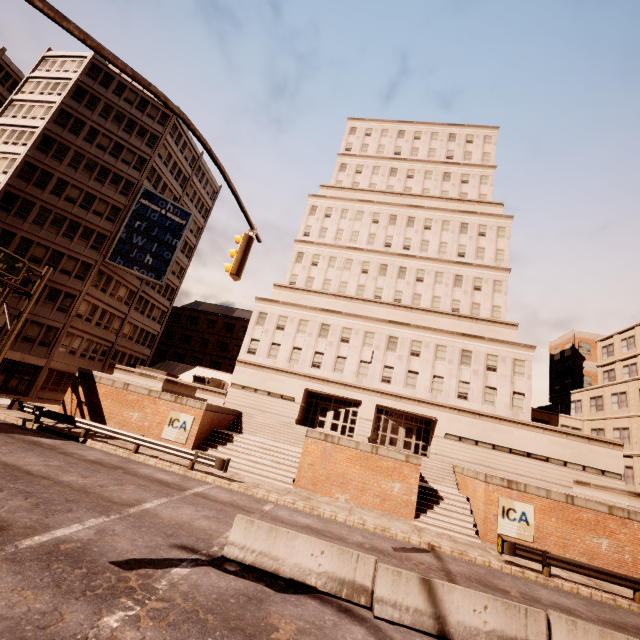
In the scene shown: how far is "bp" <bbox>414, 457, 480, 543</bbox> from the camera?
17.5 meters

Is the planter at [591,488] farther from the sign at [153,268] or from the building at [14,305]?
the building at [14,305]

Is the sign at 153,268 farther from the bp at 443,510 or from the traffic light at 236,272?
the bp at 443,510

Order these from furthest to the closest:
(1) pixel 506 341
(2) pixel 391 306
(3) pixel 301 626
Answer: (2) pixel 391 306
(1) pixel 506 341
(3) pixel 301 626

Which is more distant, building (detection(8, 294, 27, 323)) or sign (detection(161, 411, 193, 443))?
building (detection(8, 294, 27, 323))

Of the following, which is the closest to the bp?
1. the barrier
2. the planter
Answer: the planter

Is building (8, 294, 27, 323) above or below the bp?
above

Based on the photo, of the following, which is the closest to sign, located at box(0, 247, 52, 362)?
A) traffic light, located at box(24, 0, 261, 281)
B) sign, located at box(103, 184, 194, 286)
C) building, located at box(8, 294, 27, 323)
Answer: building, located at box(8, 294, 27, 323)
